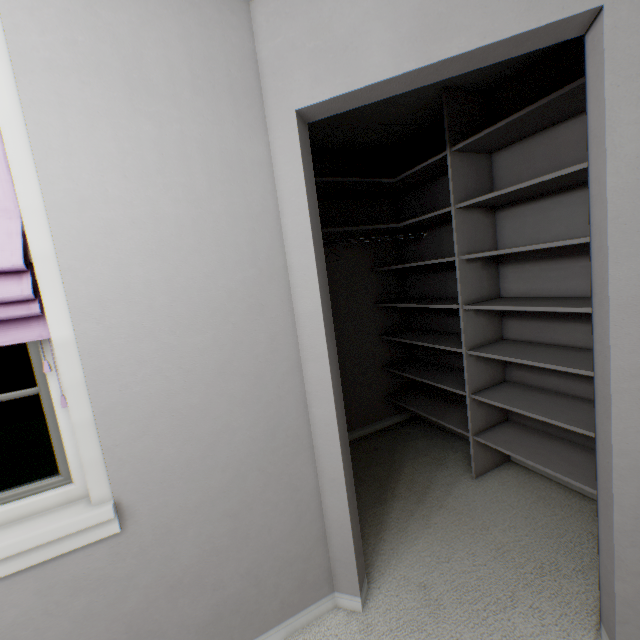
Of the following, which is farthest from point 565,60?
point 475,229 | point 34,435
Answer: point 34,435
